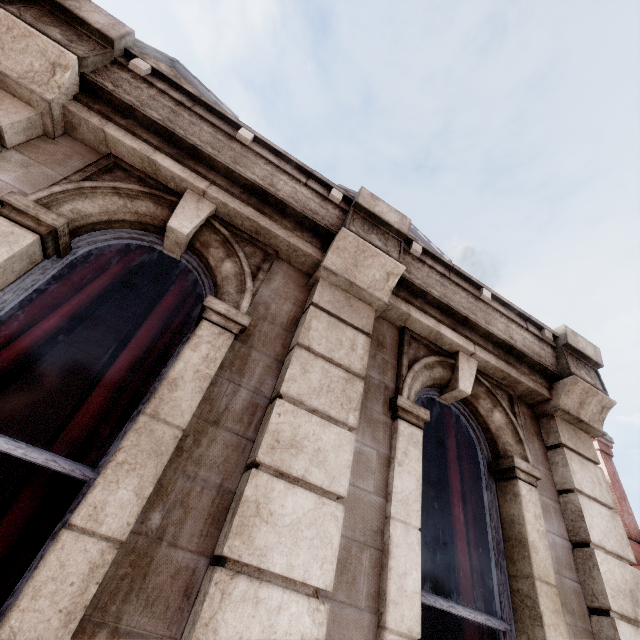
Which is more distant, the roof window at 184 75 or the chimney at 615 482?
the chimney at 615 482

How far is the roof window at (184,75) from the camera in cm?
500

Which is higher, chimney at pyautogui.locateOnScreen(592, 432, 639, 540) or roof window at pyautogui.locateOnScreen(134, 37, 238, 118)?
roof window at pyautogui.locateOnScreen(134, 37, 238, 118)

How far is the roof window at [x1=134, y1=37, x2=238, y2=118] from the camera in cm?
500

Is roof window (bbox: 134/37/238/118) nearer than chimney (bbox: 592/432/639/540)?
Yes

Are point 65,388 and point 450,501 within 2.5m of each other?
no
